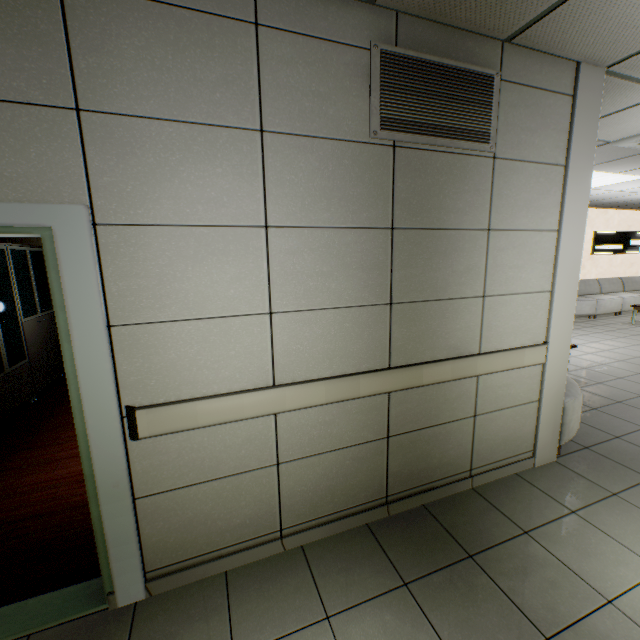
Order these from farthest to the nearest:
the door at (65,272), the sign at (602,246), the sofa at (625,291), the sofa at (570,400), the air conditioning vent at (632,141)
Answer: the sign at (602,246) → the sofa at (625,291) → the air conditioning vent at (632,141) → the sofa at (570,400) → the door at (65,272)

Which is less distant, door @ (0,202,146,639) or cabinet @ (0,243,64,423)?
door @ (0,202,146,639)

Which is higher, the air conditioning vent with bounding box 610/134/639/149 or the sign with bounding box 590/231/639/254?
the air conditioning vent with bounding box 610/134/639/149

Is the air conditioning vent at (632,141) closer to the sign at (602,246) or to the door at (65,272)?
the door at (65,272)

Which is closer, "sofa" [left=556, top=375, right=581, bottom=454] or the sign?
"sofa" [left=556, top=375, right=581, bottom=454]

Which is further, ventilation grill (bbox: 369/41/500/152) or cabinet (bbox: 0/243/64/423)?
cabinet (bbox: 0/243/64/423)

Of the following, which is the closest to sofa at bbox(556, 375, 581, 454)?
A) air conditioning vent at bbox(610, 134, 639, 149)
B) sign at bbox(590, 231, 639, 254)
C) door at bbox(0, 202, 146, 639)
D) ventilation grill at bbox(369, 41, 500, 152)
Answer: ventilation grill at bbox(369, 41, 500, 152)

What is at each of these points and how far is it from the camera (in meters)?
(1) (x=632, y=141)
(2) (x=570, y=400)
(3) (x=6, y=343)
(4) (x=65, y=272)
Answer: (1) air conditioning vent, 3.89
(2) sofa, 3.00
(3) cabinet, 4.04
(4) door, 1.48
